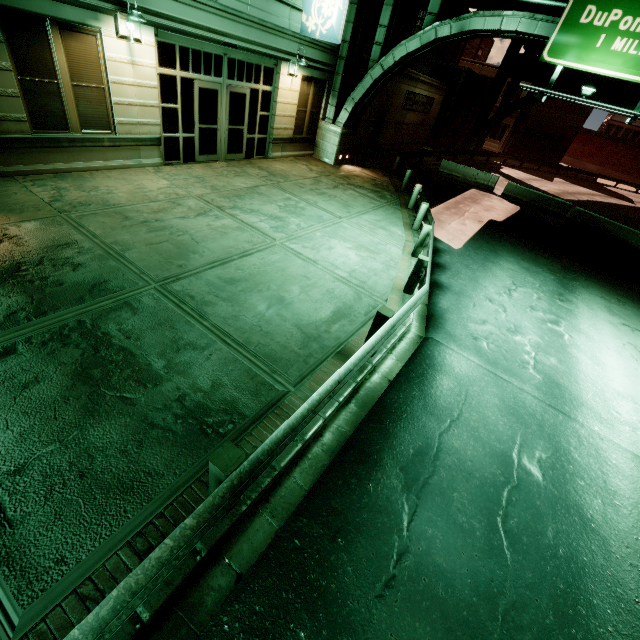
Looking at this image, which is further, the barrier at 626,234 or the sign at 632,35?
the barrier at 626,234

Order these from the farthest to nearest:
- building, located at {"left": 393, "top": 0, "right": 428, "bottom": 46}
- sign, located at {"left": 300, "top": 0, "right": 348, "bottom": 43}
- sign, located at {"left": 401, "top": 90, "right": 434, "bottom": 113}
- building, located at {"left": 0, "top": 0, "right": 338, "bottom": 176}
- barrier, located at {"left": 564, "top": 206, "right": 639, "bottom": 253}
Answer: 1. building, located at {"left": 393, "top": 0, "right": 428, "bottom": 46}
2. sign, located at {"left": 401, "top": 90, "right": 434, "bottom": 113}
3. barrier, located at {"left": 564, "top": 206, "right": 639, "bottom": 253}
4. sign, located at {"left": 300, "top": 0, "right": 348, "bottom": 43}
5. building, located at {"left": 0, "top": 0, "right": 338, "bottom": 176}

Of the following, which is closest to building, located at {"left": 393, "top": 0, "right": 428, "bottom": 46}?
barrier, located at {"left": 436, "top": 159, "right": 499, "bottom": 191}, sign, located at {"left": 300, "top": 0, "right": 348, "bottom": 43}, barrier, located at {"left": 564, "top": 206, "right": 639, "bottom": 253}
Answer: barrier, located at {"left": 436, "top": 159, "right": 499, "bottom": 191}

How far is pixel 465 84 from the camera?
28.8m

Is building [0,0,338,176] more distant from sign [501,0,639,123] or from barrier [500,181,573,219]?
barrier [500,181,573,219]

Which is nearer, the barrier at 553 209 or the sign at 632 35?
the sign at 632 35

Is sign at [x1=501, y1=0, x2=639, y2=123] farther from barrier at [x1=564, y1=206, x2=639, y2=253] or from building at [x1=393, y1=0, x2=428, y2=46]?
barrier at [x1=564, y1=206, x2=639, y2=253]

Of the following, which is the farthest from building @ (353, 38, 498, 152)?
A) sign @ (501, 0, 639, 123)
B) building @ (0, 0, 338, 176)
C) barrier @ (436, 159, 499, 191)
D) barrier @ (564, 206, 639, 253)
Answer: barrier @ (564, 206, 639, 253)
